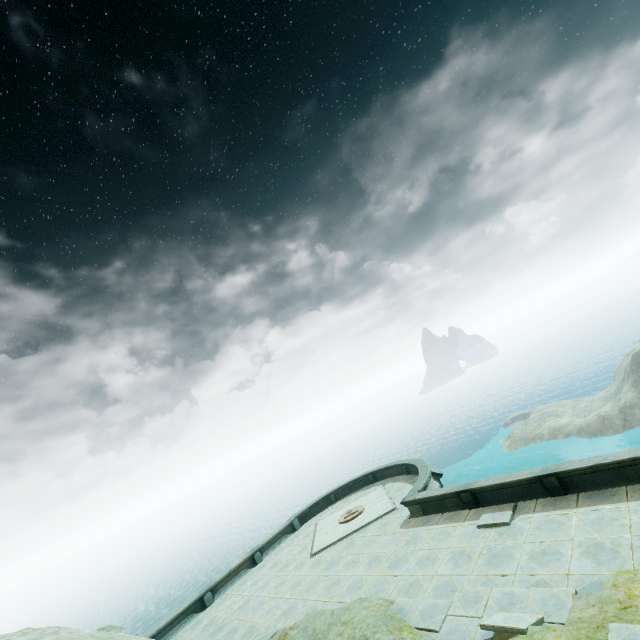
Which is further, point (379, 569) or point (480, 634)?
point (379, 569)
